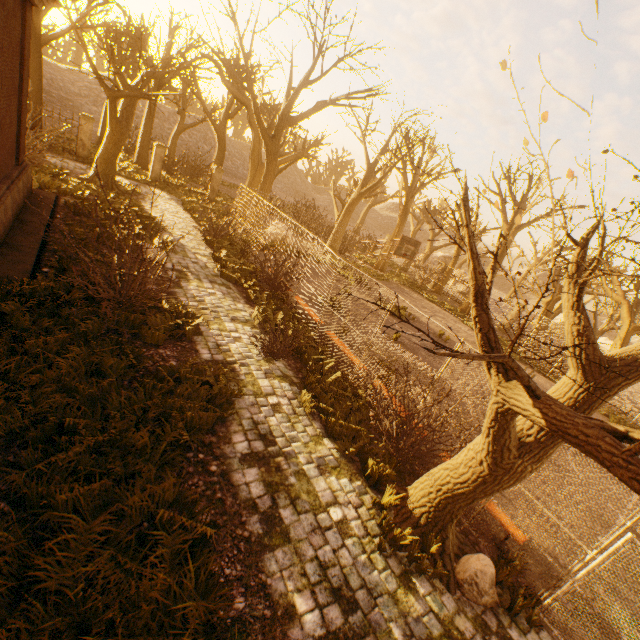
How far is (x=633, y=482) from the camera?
1.74m

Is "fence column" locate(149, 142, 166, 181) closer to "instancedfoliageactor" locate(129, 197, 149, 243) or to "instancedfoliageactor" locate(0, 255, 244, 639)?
"instancedfoliageactor" locate(129, 197, 149, 243)

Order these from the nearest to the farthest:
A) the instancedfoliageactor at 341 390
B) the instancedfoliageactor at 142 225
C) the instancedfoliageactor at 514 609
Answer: the instancedfoliageactor at 514 609 → the instancedfoliageactor at 341 390 → the instancedfoliageactor at 142 225

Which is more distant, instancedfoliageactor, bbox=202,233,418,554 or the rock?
instancedfoliageactor, bbox=202,233,418,554

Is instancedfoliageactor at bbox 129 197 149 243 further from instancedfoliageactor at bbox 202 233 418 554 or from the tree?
instancedfoliageactor at bbox 202 233 418 554

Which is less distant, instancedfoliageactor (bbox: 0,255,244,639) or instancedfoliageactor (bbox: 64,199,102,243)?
instancedfoliageactor (bbox: 0,255,244,639)

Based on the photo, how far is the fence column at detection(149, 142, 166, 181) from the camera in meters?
21.4

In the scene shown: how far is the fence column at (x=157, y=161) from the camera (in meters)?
21.41
